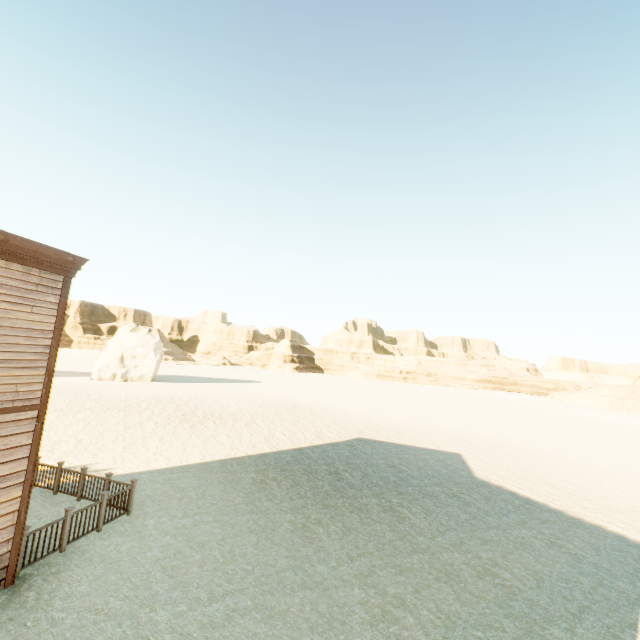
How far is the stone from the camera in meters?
38.6 m

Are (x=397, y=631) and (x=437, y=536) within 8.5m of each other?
yes

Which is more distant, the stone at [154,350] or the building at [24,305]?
the stone at [154,350]

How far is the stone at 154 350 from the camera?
38.6m

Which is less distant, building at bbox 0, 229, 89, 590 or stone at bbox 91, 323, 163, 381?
building at bbox 0, 229, 89, 590
